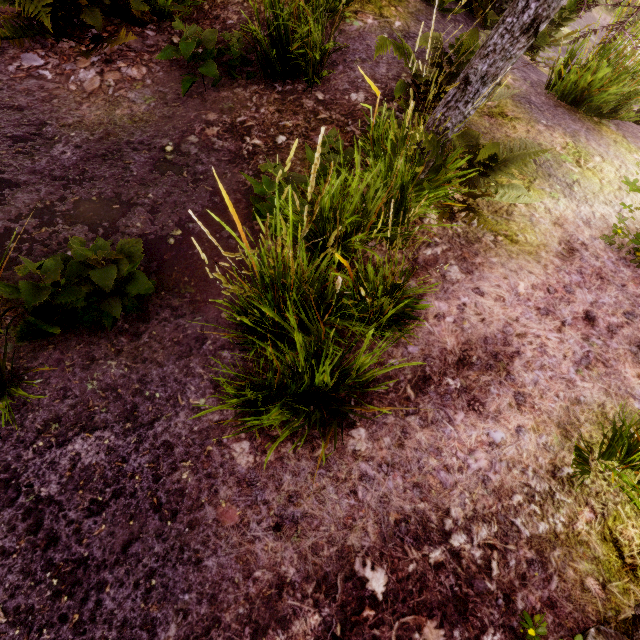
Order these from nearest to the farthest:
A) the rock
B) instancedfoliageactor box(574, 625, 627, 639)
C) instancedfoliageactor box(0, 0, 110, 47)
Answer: instancedfoliageactor box(574, 625, 627, 639), instancedfoliageactor box(0, 0, 110, 47), the rock

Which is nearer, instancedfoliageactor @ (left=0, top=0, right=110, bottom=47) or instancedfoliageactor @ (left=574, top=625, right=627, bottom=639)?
instancedfoliageactor @ (left=574, top=625, right=627, bottom=639)

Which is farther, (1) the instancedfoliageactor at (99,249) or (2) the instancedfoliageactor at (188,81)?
(2) the instancedfoliageactor at (188,81)

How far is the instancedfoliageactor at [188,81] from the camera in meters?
3.6

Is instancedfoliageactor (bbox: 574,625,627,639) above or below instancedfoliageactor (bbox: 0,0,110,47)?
above

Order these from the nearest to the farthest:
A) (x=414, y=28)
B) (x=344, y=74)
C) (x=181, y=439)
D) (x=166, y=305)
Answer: (x=181, y=439) < (x=166, y=305) < (x=344, y=74) < (x=414, y=28)

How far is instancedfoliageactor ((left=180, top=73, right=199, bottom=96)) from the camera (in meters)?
3.58
